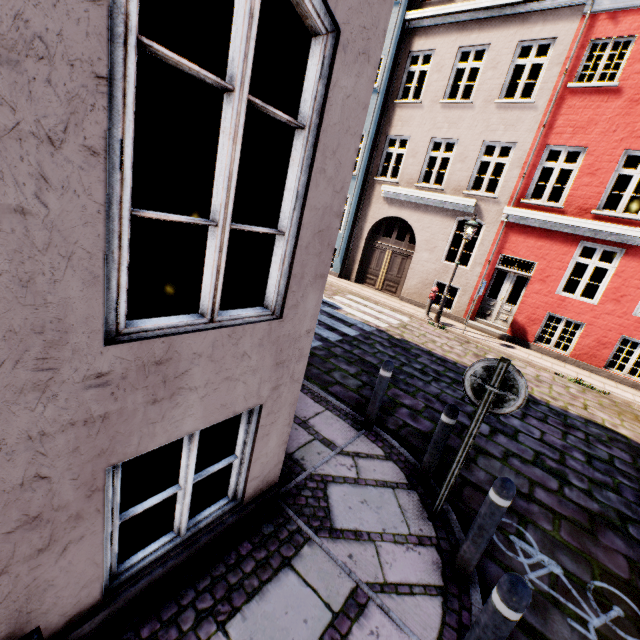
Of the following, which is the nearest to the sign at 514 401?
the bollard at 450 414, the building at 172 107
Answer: the bollard at 450 414

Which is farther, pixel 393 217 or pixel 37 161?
pixel 393 217

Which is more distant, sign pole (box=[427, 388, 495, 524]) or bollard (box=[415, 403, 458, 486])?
bollard (box=[415, 403, 458, 486])

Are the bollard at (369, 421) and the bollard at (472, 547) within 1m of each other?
no

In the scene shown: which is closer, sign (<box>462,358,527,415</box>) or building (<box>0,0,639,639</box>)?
building (<box>0,0,639,639</box>)

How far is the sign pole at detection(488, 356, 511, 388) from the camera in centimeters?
285cm

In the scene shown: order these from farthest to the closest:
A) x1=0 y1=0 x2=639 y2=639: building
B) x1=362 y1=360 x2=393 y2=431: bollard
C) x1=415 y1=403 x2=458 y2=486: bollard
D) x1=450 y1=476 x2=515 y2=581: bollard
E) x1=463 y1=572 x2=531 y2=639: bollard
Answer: x1=362 y1=360 x2=393 y2=431: bollard, x1=415 y1=403 x2=458 y2=486: bollard, x1=450 y1=476 x2=515 y2=581: bollard, x1=463 y1=572 x2=531 y2=639: bollard, x1=0 y1=0 x2=639 y2=639: building

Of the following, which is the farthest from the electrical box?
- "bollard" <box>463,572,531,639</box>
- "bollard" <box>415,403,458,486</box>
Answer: "bollard" <box>415,403,458,486</box>
